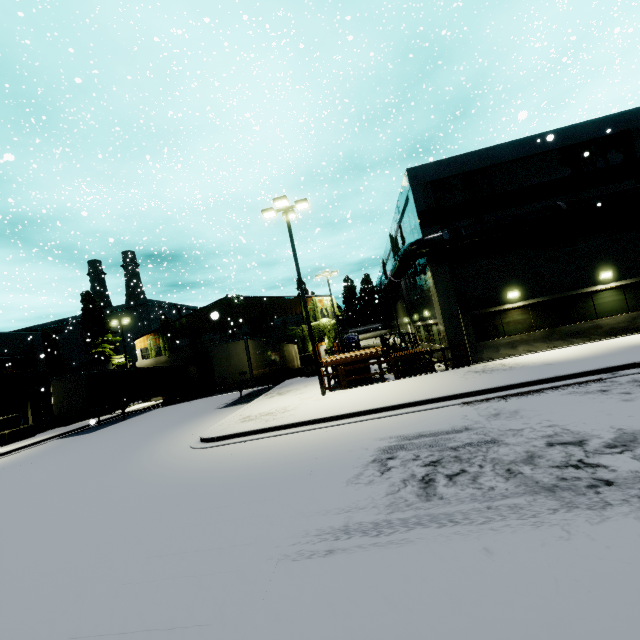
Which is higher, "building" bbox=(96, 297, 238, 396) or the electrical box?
"building" bbox=(96, 297, 238, 396)

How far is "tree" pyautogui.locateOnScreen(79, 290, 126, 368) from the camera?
36.16m

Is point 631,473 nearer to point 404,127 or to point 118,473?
point 118,473

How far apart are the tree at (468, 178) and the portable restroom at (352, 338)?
14.22m

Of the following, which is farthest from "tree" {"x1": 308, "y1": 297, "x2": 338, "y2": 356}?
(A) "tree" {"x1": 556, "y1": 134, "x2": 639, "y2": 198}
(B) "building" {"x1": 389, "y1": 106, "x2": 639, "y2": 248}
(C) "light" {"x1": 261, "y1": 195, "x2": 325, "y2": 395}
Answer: (A) "tree" {"x1": 556, "y1": 134, "x2": 639, "y2": 198}

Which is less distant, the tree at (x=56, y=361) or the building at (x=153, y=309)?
the building at (x=153, y=309)

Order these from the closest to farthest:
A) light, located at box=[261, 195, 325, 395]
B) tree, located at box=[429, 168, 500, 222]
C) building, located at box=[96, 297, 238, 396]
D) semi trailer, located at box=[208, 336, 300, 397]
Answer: light, located at box=[261, 195, 325, 395]
tree, located at box=[429, 168, 500, 222]
semi trailer, located at box=[208, 336, 300, 397]
building, located at box=[96, 297, 238, 396]

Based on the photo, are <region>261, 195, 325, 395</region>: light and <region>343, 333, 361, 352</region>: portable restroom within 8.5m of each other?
no
